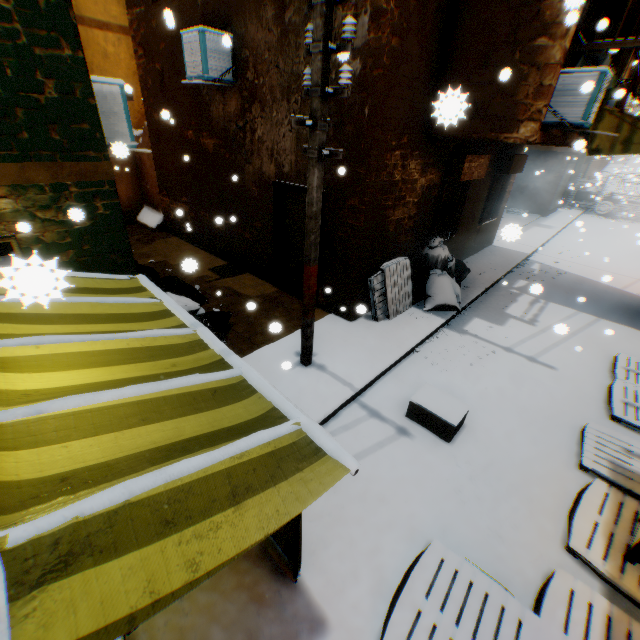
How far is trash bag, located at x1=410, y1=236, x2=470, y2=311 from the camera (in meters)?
7.64

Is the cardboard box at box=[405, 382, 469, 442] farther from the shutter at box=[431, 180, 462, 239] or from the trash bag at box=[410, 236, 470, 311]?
the shutter at box=[431, 180, 462, 239]

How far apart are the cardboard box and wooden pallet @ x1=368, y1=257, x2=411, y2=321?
1.80m

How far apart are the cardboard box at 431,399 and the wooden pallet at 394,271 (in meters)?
1.80

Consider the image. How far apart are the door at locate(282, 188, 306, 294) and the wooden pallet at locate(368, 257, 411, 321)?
1.3m

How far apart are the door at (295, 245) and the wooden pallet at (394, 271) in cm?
128

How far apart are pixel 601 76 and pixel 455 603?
7.86m

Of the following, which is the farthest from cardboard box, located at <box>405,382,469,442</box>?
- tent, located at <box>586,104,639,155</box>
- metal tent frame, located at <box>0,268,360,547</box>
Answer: metal tent frame, located at <box>0,268,360,547</box>
